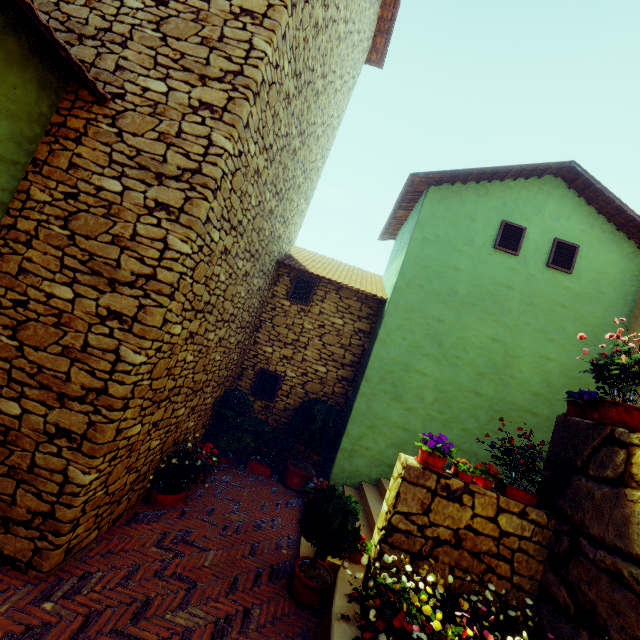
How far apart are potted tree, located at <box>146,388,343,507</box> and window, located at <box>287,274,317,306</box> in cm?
242

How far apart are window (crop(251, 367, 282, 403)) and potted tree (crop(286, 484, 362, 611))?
3.5m

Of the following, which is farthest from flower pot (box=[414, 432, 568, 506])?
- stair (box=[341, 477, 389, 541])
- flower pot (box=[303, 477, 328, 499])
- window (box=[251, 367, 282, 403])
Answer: window (box=[251, 367, 282, 403])

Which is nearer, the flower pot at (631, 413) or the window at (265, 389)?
the flower pot at (631, 413)

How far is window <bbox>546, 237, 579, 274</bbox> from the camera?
7.2m

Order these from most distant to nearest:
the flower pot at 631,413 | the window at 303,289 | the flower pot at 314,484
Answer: the window at 303,289 → the flower pot at 314,484 → the flower pot at 631,413

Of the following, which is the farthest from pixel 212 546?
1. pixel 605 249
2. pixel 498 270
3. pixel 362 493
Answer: pixel 605 249

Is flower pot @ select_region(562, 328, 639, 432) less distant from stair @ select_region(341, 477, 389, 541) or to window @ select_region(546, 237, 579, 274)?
stair @ select_region(341, 477, 389, 541)
